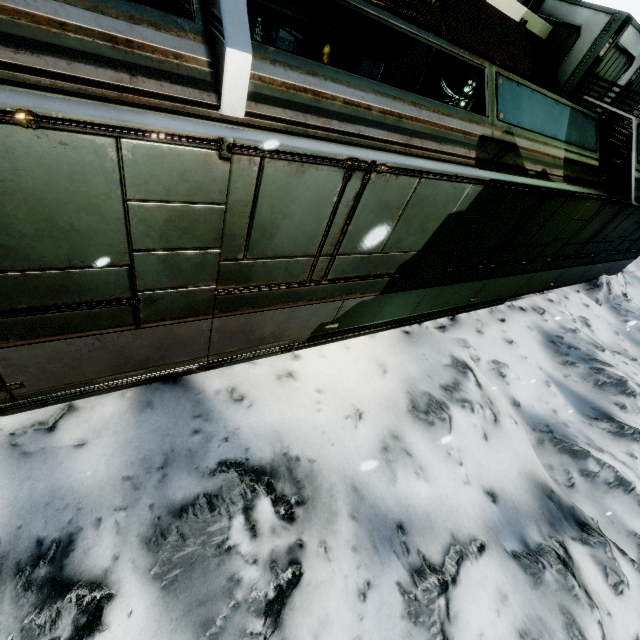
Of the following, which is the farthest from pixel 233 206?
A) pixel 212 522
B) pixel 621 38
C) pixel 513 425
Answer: pixel 621 38

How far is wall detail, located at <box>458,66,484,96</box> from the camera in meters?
7.2 m

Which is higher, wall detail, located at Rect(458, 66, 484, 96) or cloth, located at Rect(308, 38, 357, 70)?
wall detail, located at Rect(458, 66, 484, 96)

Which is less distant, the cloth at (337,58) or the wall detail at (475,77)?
the wall detail at (475,77)

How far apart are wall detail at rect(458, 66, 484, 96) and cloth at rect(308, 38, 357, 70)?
4.88m

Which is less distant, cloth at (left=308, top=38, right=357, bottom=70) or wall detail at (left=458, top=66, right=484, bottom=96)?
wall detail at (left=458, top=66, right=484, bottom=96)

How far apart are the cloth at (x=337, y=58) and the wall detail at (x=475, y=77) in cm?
488

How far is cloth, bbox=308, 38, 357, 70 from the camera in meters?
11.0 m
